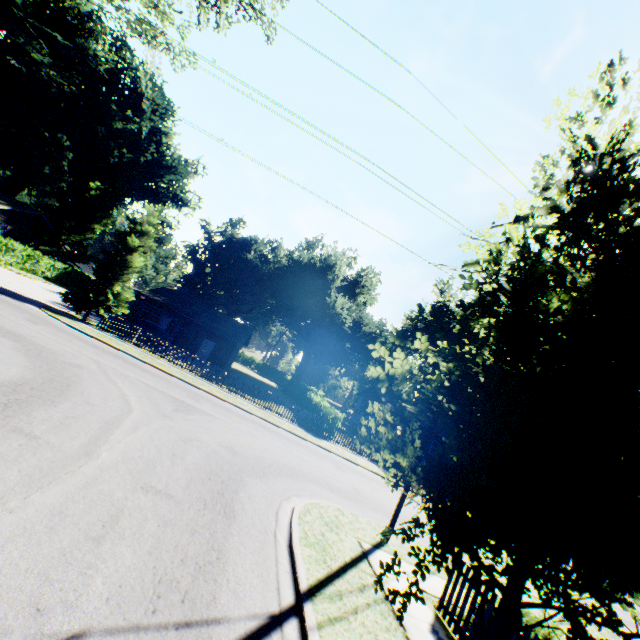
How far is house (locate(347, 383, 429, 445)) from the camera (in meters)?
37.81

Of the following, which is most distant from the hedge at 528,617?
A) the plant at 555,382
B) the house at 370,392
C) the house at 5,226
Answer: the house at 5,226

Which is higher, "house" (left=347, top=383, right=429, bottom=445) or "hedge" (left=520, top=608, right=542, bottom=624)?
"house" (left=347, top=383, right=429, bottom=445)

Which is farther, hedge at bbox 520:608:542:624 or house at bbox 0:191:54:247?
house at bbox 0:191:54:247

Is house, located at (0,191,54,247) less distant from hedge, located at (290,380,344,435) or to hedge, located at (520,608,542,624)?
hedge, located at (290,380,344,435)

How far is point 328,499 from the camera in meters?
10.8 m

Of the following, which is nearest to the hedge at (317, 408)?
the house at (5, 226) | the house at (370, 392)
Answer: the house at (370, 392)
